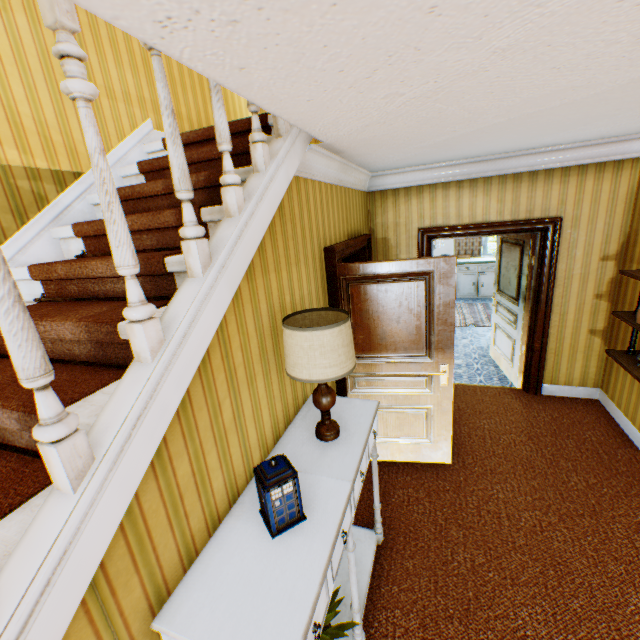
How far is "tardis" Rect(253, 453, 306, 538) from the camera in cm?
137

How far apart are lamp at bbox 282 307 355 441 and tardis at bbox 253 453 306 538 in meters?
0.4 m

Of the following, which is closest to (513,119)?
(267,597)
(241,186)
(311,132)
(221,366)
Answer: (311,132)

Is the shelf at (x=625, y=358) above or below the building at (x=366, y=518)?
above

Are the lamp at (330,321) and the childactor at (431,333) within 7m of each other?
yes

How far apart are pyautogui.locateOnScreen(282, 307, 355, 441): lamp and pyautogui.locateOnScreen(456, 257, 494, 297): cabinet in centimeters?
836cm

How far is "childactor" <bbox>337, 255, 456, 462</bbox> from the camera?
3.0 meters

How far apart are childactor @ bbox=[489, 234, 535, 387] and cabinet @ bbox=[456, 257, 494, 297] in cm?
390
